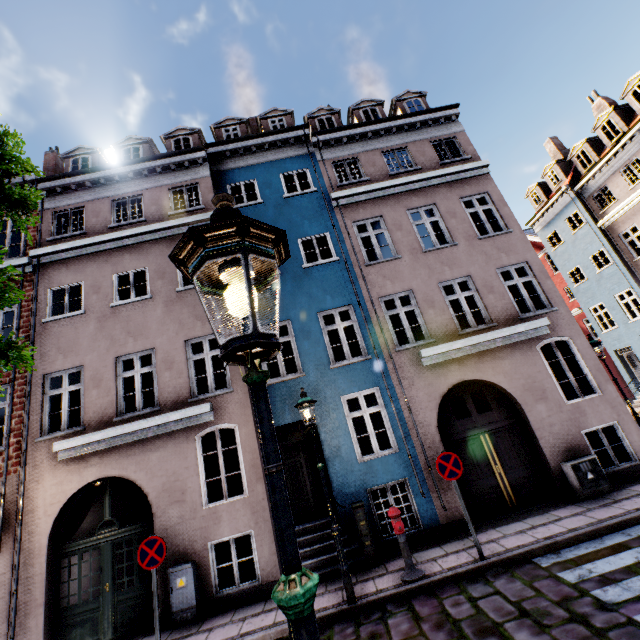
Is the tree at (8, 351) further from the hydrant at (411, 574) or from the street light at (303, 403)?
the hydrant at (411, 574)

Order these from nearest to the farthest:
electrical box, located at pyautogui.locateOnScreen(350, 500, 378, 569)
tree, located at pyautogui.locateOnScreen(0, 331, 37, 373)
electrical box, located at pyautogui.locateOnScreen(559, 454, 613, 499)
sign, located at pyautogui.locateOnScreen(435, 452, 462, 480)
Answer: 1. tree, located at pyautogui.locateOnScreen(0, 331, 37, 373)
2. sign, located at pyautogui.locateOnScreen(435, 452, 462, 480)
3. electrical box, located at pyautogui.locateOnScreen(350, 500, 378, 569)
4. electrical box, located at pyautogui.locateOnScreen(559, 454, 613, 499)

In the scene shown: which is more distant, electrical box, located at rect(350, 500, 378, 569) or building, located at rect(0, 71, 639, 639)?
building, located at rect(0, 71, 639, 639)

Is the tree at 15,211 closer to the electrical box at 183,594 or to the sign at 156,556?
the sign at 156,556

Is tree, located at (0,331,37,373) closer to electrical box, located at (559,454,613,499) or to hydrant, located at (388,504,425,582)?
hydrant, located at (388,504,425,582)

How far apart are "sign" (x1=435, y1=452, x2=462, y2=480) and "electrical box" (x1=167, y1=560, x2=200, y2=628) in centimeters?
588cm

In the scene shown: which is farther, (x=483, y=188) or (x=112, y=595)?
(x=483, y=188)

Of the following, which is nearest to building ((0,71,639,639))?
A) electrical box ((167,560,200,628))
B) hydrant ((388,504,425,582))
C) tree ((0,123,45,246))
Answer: electrical box ((167,560,200,628))
